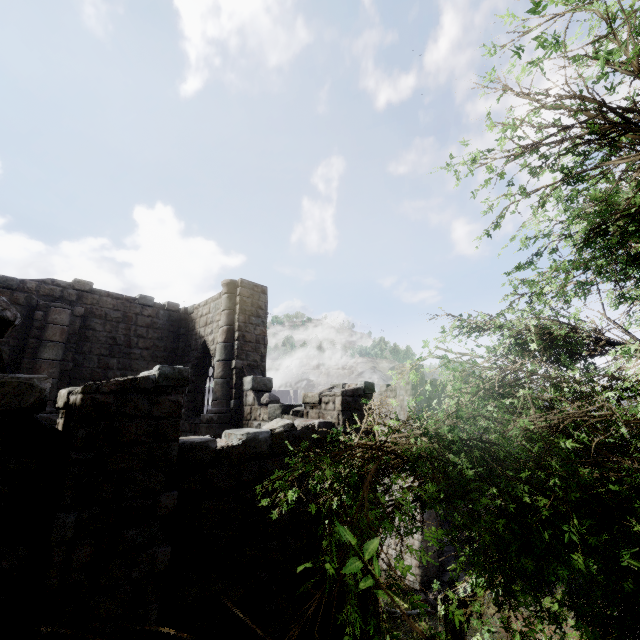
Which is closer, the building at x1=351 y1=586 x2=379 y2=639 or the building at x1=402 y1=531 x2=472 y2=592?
the building at x1=351 y1=586 x2=379 y2=639

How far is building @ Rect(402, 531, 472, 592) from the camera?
17.5 meters

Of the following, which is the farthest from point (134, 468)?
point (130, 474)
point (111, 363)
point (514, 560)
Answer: point (111, 363)

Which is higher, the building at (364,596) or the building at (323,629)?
the building at (364,596)

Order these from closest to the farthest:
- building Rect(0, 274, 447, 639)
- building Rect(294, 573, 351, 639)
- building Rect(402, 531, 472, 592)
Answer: building Rect(0, 274, 447, 639)
building Rect(294, 573, 351, 639)
building Rect(402, 531, 472, 592)

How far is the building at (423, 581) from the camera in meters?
17.5 m
